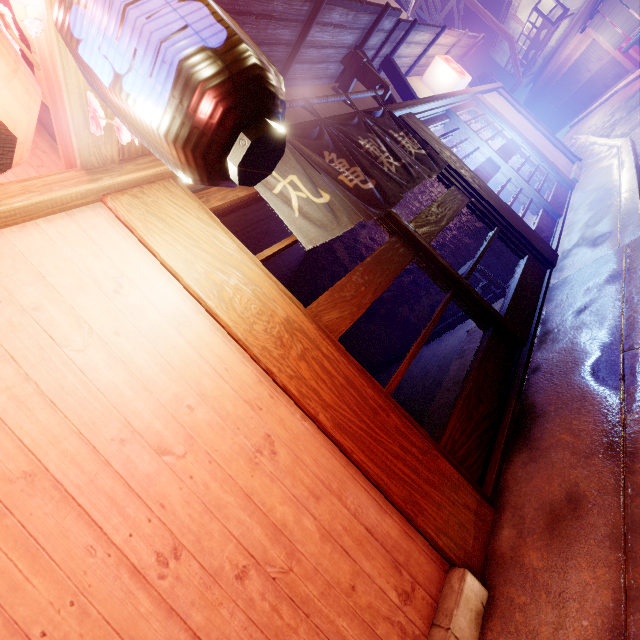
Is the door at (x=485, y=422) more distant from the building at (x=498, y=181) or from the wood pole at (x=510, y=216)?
the building at (x=498, y=181)

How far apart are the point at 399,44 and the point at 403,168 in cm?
573

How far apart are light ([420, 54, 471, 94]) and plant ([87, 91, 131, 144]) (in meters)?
12.45

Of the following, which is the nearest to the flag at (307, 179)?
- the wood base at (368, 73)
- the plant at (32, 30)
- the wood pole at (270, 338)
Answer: the wood base at (368, 73)

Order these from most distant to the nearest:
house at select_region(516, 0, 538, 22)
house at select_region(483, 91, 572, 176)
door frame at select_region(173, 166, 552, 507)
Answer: house at select_region(516, 0, 538, 22)
house at select_region(483, 91, 572, 176)
door frame at select_region(173, 166, 552, 507)

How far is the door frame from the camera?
3.6 meters

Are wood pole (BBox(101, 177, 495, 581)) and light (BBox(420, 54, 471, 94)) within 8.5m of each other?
no

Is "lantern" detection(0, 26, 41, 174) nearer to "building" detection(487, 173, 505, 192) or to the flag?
the flag
